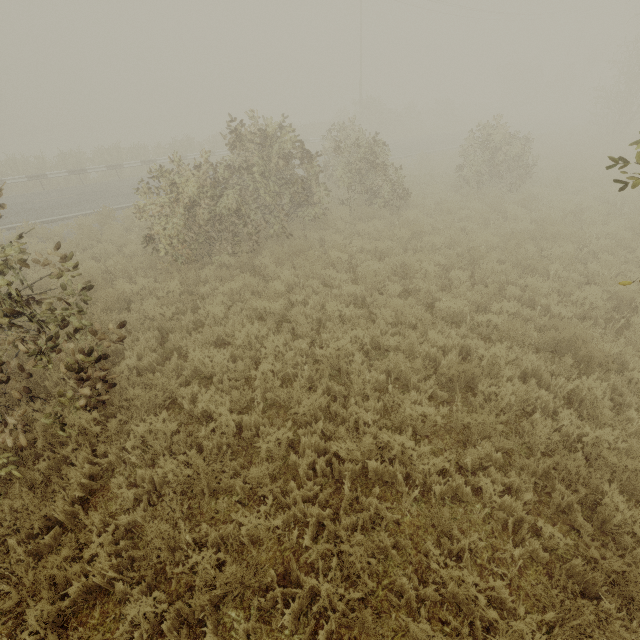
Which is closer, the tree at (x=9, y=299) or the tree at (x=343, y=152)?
the tree at (x=9, y=299)

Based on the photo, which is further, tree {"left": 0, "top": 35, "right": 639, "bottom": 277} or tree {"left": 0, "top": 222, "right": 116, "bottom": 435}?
tree {"left": 0, "top": 35, "right": 639, "bottom": 277}

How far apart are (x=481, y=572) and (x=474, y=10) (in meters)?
51.94
